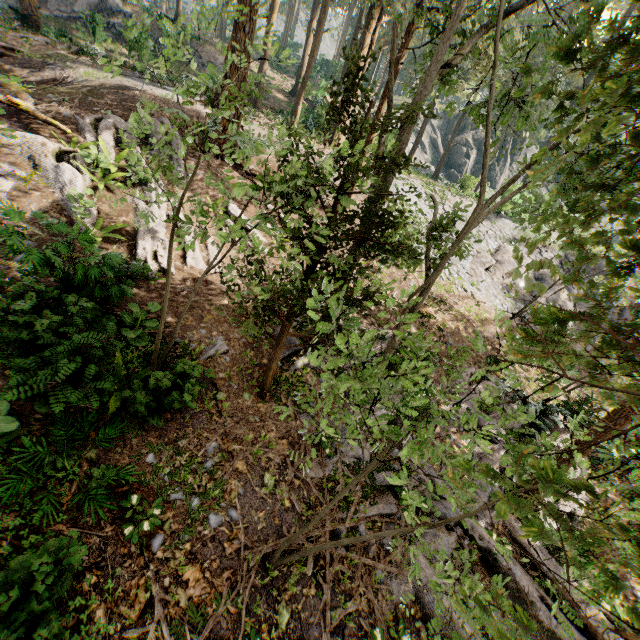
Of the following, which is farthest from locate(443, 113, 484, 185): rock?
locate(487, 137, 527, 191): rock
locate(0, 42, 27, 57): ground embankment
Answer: locate(0, 42, 27, 57): ground embankment

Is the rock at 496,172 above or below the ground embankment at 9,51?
above

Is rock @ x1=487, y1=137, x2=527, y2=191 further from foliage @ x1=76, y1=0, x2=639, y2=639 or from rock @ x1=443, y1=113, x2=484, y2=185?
foliage @ x1=76, y1=0, x2=639, y2=639

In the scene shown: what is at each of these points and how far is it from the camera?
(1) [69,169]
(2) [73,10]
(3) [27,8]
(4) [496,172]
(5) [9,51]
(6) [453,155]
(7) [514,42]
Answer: (1) foliage, 10.8m
(2) rock, 26.3m
(3) foliage, 20.8m
(4) rock, 48.1m
(5) ground embankment, 15.5m
(6) rock, 45.8m
(7) foliage, 56.0m

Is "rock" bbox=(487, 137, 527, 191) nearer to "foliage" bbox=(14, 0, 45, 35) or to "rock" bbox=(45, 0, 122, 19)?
"foliage" bbox=(14, 0, 45, 35)

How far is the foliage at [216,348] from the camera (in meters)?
8.34

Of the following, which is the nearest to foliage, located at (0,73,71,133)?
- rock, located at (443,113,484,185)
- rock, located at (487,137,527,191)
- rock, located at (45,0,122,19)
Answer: rock, located at (443,113,484,185)

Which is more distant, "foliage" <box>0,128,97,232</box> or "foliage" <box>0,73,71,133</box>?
"foliage" <box>0,128,97,232</box>
